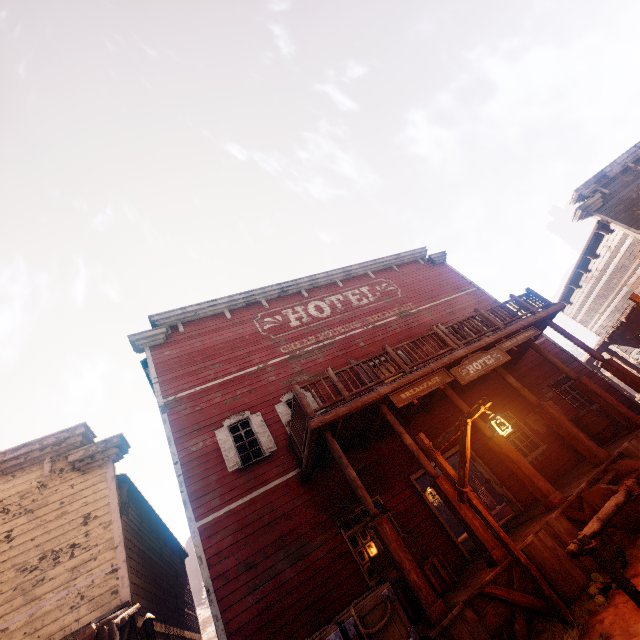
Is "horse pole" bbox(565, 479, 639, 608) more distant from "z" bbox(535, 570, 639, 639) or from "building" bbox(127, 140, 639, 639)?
"building" bbox(127, 140, 639, 639)

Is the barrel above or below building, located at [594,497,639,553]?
above

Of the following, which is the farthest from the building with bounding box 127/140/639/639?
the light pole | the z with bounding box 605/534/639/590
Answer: the light pole

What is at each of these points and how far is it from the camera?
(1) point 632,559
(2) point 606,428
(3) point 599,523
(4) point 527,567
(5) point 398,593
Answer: (1) z, 5.37m
(2) barrel, 9.97m
(3) horse pole, 4.66m
(4) light pole, 5.10m
(5) wooden box, 6.52m

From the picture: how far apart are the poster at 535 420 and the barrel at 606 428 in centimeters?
21cm

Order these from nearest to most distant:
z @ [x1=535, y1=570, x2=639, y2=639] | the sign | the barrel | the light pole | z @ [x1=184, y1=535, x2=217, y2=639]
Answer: z @ [x1=535, y1=570, x2=639, y2=639]
the light pole
the sign
the barrel
z @ [x1=184, y1=535, x2=217, y2=639]

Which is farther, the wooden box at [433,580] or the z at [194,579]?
the z at [194,579]

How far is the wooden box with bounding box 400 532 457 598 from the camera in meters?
6.8
